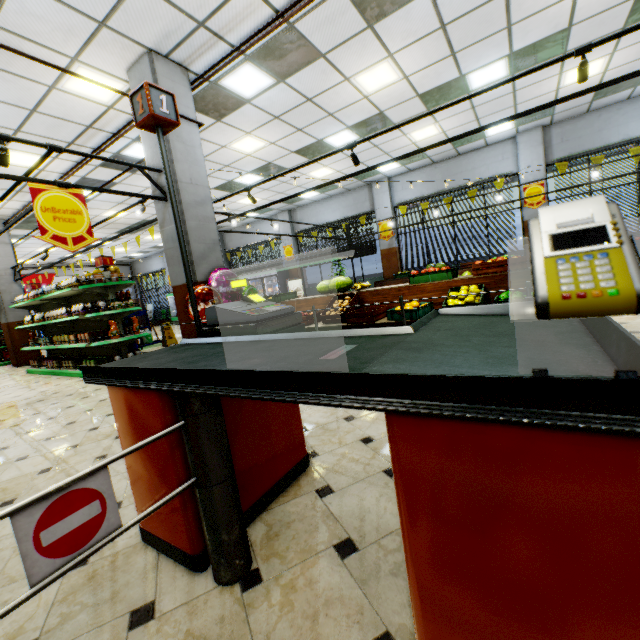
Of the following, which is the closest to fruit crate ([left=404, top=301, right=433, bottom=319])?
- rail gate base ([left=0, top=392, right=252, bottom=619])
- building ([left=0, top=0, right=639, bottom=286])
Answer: building ([left=0, top=0, right=639, bottom=286])

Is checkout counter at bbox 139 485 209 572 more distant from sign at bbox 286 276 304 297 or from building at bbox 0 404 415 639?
sign at bbox 286 276 304 297

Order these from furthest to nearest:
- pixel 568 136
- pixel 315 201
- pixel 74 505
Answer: pixel 315 201 → pixel 568 136 → pixel 74 505

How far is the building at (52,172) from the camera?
7.38m

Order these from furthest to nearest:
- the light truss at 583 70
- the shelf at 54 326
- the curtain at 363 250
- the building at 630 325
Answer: the curtain at 363 250, the shelf at 54 326, the building at 630 325, the light truss at 583 70

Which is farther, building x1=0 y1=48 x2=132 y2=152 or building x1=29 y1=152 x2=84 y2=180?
building x1=29 y1=152 x2=84 y2=180

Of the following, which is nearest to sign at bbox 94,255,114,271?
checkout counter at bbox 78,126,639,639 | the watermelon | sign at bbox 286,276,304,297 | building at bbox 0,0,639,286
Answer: building at bbox 0,0,639,286

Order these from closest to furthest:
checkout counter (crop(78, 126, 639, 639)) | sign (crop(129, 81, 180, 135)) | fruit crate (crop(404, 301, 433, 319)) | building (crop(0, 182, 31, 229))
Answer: checkout counter (crop(78, 126, 639, 639))
sign (crop(129, 81, 180, 135))
fruit crate (crop(404, 301, 433, 319))
building (crop(0, 182, 31, 229))
